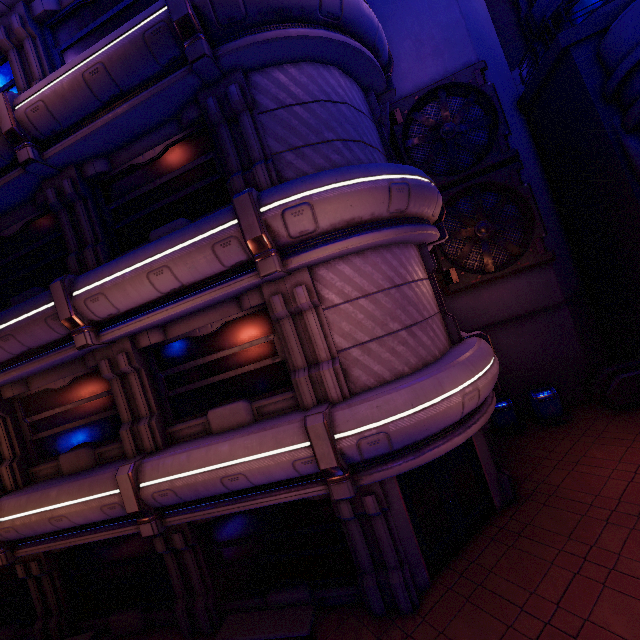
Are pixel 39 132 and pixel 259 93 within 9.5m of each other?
yes

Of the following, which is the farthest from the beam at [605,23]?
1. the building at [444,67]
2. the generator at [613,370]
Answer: the generator at [613,370]

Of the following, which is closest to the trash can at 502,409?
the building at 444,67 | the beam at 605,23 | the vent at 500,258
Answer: the building at 444,67

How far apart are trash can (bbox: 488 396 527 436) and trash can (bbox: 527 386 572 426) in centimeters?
46cm

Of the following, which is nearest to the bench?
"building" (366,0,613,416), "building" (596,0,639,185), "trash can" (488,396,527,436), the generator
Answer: "trash can" (488,396,527,436)

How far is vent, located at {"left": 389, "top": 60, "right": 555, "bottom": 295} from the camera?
12.6m

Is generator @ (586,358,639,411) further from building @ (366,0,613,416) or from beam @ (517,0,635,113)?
beam @ (517,0,635,113)

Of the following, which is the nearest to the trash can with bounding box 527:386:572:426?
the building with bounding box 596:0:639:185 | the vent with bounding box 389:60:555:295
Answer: the vent with bounding box 389:60:555:295
